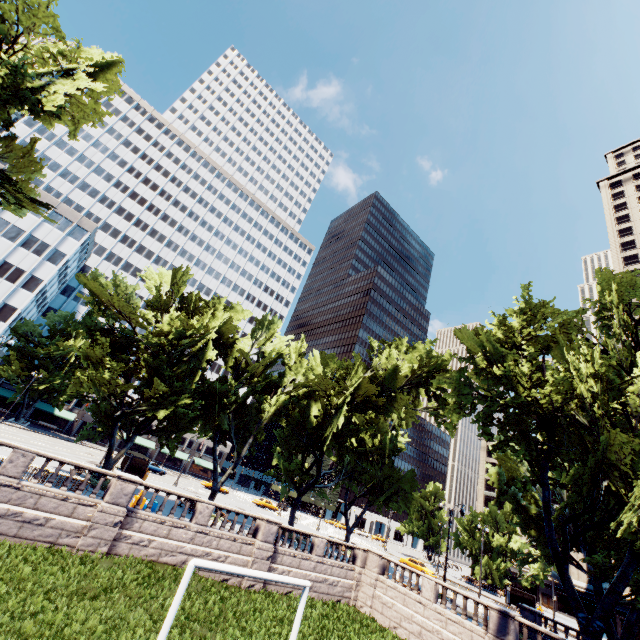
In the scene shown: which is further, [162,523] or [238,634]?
[162,523]

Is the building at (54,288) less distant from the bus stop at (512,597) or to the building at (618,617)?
the bus stop at (512,597)

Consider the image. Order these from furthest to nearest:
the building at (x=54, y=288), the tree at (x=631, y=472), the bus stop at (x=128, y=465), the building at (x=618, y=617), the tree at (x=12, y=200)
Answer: the building at (x=54, y=288) → the building at (x=618, y=617) → the bus stop at (x=128, y=465) → the tree at (x=12, y=200) → the tree at (x=631, y=472)

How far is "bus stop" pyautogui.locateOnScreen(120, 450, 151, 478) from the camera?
33.38m

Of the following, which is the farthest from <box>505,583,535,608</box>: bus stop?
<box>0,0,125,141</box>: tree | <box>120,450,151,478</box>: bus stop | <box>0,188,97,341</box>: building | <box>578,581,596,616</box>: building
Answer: <box>0,188,97,341</box>: building

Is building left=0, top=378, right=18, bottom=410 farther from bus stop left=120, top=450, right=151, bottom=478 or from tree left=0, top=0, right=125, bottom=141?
bus stop left=120, top=450, right=151, bottom=478

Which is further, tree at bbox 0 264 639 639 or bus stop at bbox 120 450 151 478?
bus stop at bbox 120 450 151 478

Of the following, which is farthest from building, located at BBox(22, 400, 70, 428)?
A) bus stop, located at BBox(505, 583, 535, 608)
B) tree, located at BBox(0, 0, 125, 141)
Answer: bus stop, located at BBox(505, 583, 535, 608)
